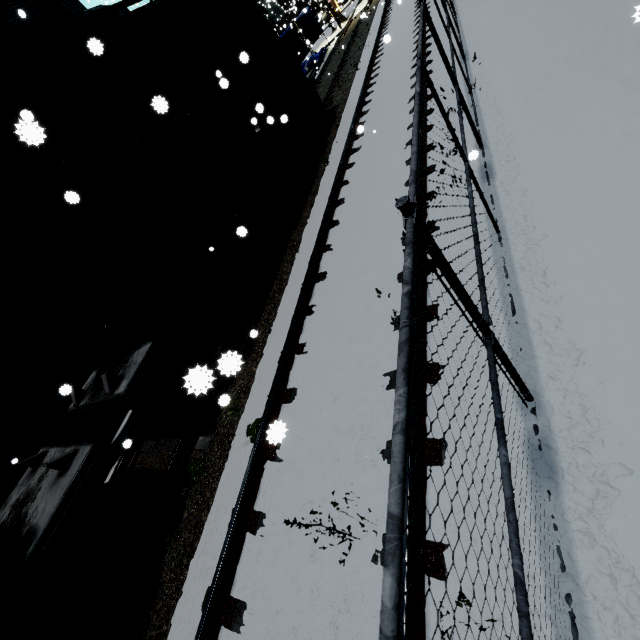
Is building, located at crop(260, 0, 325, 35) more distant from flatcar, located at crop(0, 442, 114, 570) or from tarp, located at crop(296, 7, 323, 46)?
flatcar, located at crop(0, 442, 114, 570)

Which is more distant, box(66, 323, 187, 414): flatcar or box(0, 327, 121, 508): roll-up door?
box(0, 327, 121, 508): roll-up door

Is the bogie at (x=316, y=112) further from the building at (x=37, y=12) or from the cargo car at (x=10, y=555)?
the building at (x=37, y=12)

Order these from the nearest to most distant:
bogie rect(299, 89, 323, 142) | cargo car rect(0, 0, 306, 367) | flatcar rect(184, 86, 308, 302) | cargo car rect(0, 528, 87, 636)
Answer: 1. cargo car rect(0, 528, 87, 636)
2. cargo car rect(0, 0, 306, 367)
3. flatcar rect(184, 86, 308, 302)
4. bogie rect(299, 89, 323, 142)

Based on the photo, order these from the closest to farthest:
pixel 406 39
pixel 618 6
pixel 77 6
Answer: pixel 618 6 → pixel 77 6 → pixel 406 39

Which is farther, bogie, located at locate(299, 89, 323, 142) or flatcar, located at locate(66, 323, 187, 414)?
bogie, located at locate(299, 89, 323, 142)

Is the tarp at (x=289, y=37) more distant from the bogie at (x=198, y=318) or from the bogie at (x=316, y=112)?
the bogie at (x=198, y=318)

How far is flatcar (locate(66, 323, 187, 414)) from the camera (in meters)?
4.70
